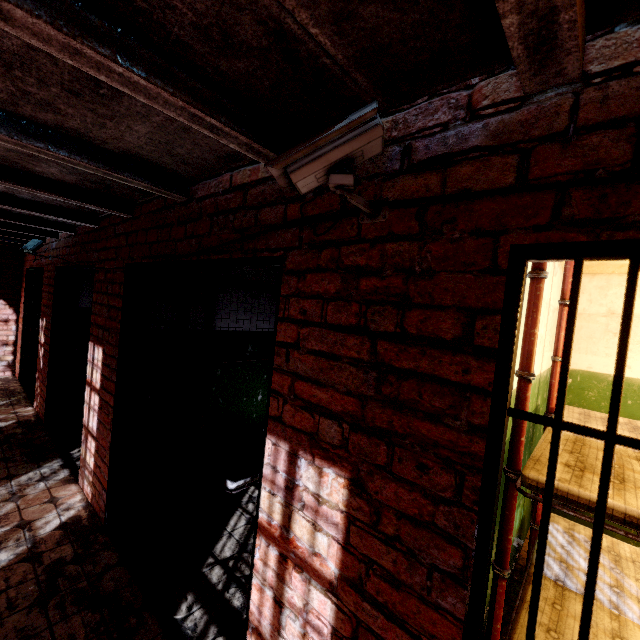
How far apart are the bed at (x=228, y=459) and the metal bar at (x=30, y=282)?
4.89m

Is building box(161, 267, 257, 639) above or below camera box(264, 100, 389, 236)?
below

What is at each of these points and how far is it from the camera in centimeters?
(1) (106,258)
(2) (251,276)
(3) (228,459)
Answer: (1) building, 319cm
(2) building, 405cm
(3) bed, 329cm

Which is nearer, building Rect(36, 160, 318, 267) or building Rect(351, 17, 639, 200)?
building Rect(351, 17, 639, 200)

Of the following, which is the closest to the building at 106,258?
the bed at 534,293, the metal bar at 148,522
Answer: the metal bar at 148,522

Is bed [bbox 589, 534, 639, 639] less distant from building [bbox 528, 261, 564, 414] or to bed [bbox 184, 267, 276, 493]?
building [bbox 528, 261, 564, 414]

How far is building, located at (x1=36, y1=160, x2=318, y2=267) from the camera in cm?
155

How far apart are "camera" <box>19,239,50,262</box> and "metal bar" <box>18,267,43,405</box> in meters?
1.5
